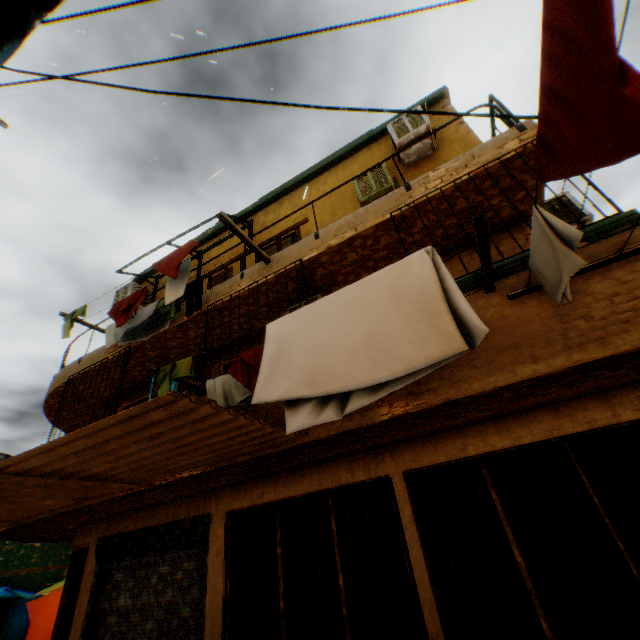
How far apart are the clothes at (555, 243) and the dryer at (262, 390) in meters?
0.3 m

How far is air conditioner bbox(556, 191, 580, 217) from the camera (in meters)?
5.62

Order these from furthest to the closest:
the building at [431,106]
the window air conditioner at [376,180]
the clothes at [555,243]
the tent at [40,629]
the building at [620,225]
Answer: the tent at [40,629] → the building at [431,106] → the window air conditioner at [376,180] → the building at [620,225] → the clothes at [555,243]

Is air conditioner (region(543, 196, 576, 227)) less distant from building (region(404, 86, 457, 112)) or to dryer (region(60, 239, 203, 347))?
building (region(404, 86, 457, 112))

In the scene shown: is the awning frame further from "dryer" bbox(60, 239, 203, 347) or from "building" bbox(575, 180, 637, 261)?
"dryer" bbox(60, 239, 203, 347)

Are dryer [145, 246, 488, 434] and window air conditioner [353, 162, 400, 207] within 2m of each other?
no

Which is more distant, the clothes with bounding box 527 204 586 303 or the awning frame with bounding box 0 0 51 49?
the clothes with bounding box 527 204 586 303

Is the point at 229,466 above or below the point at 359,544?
above
